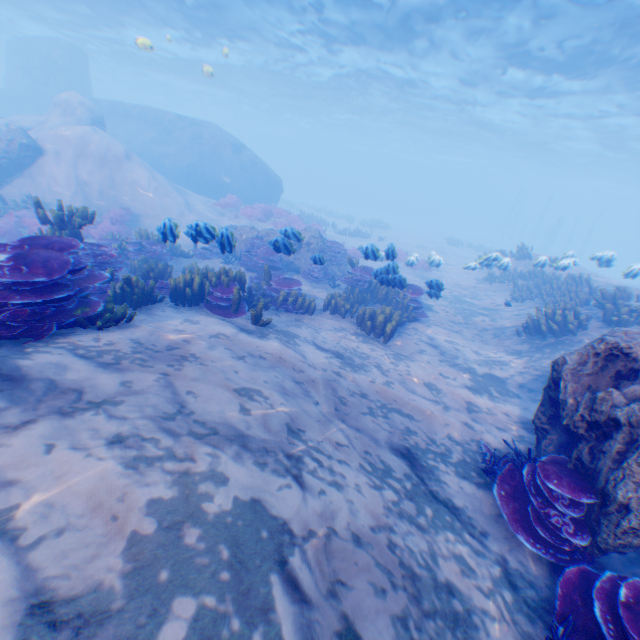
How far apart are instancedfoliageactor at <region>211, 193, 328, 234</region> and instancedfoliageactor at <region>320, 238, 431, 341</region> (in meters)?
11.66

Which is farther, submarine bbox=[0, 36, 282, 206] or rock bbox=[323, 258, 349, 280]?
Answer: submarine bbox=[0, 36, 282, 206]

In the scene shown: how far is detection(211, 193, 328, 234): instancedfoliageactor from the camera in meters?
19.2 m

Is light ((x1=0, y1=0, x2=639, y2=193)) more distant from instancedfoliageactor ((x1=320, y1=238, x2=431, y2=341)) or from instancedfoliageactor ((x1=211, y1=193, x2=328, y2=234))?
instancedfoliageactor ((x1=320, y1=238, x2=431, y2=341))

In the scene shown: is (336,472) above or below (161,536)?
below

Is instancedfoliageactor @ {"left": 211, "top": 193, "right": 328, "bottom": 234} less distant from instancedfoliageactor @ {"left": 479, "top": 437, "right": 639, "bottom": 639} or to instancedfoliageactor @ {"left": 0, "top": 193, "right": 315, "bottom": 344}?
instancedfoliageactor @ {"left": 0, "top": 193, "right": 315, "bottom": 344}

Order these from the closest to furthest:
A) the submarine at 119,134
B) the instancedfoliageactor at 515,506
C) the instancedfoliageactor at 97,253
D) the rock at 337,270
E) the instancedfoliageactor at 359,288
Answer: the instancedfoliageactor at 515,506 → the instancedfoliageactor at 97,253 → the instancedfoliageactor at 359,288 → the rock at 337,270 → the submarine at 119,134

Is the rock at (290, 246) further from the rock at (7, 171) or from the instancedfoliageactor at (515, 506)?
the instancedfoliageactor at (515, 506)
